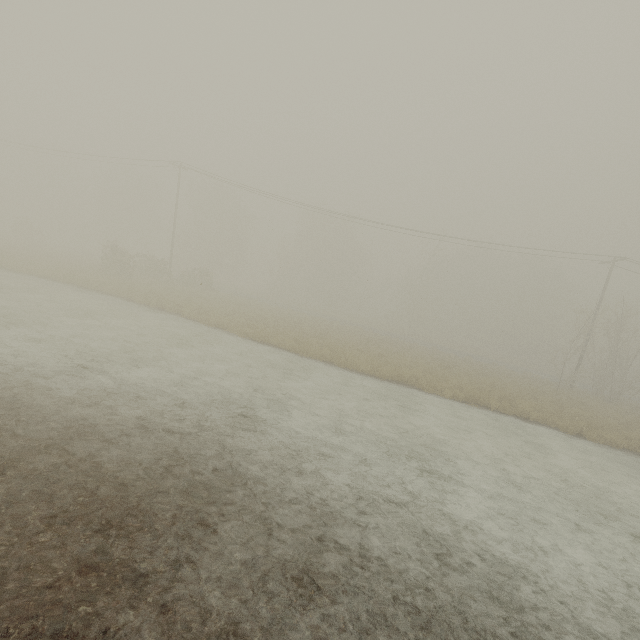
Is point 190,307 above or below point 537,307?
below
